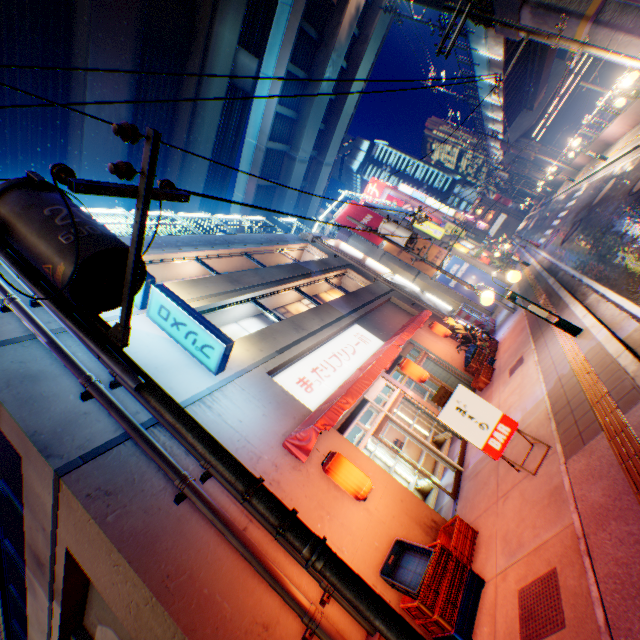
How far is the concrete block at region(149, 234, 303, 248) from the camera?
12.0m

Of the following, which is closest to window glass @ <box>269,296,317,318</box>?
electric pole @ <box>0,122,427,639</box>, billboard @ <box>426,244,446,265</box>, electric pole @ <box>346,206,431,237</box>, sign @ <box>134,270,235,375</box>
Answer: sign @ <box>134,270,235,375</box>

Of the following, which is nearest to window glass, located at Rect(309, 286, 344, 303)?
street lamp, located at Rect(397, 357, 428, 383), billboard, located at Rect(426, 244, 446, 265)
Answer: street lamp, located at Rect(397, 357, 428, 383)

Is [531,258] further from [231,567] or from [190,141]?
[190,141]

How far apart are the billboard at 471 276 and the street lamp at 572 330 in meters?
15.3

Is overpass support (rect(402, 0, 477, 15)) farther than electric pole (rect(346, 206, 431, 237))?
Yes

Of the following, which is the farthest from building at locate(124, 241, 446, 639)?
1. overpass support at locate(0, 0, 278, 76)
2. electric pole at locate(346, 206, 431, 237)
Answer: overpass support at locate(0, 0, 278, 76)

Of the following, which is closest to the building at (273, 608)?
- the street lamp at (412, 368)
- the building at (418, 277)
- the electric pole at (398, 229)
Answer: the street lamp at (412, 368)
